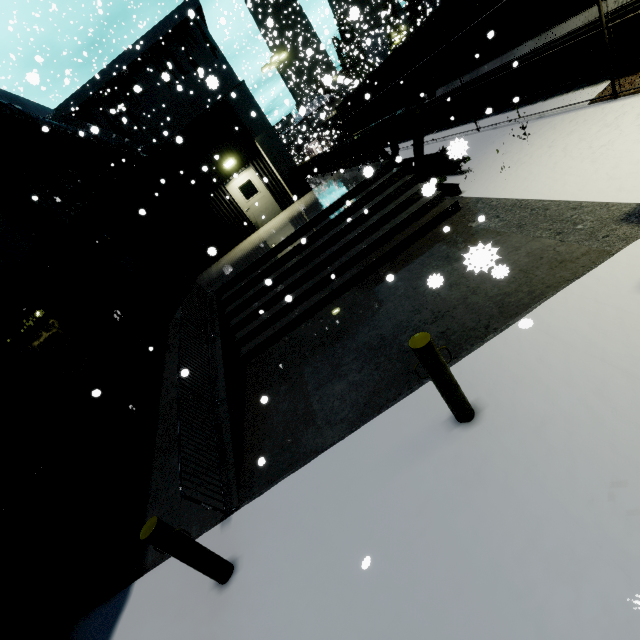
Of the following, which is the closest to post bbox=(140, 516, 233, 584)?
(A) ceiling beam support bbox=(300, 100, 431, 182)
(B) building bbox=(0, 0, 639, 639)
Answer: (B) building bbox=(0, 0, 639, 639)

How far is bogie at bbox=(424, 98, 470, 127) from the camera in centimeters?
1341cm

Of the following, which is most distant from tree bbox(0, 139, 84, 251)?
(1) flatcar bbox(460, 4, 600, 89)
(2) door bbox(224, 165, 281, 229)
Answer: (1) flatcar bbox(460, 4, 600, 89)

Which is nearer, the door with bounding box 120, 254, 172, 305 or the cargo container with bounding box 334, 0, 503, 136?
the cargo container with bounding box 334, 0, 503, 136

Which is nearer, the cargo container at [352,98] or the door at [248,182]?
the cargo container at [352,98]

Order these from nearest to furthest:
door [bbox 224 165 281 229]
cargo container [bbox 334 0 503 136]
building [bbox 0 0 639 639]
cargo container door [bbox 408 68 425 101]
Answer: building [bbox 0 0 639 639] < cargo container [bbox 334 0 503 136] < door [bbox 224 165 281 229] < cargo container door [bbox 408 68 425 101]

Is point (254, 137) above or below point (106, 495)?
above

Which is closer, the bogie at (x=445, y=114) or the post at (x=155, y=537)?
the post at (x=155, y=537)
